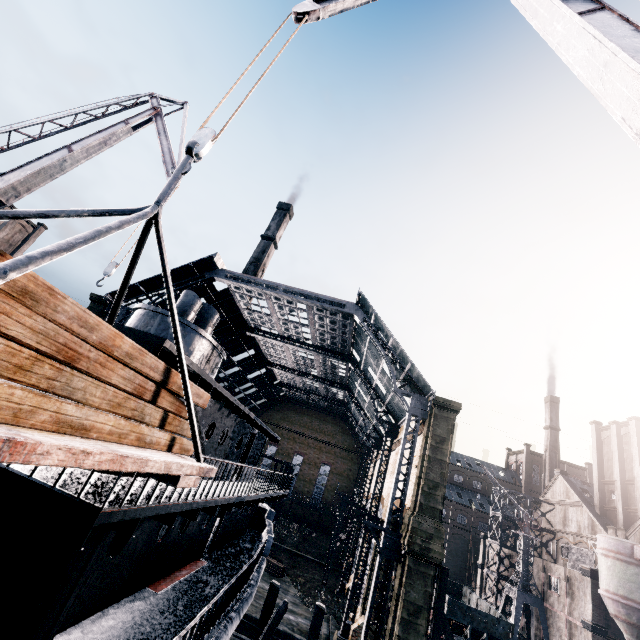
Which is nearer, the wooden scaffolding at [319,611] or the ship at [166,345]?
the ship at [166,345]

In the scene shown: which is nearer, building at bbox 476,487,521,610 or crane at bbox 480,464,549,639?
crane at bbox 480,464,549,639

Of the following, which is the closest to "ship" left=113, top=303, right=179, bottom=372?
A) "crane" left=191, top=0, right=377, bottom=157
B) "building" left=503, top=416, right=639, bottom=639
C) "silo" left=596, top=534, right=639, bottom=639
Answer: "crane" left=191, top=0, right=377, bottom=157

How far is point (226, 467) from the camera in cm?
1438

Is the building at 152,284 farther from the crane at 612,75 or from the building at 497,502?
the crane at 612,75

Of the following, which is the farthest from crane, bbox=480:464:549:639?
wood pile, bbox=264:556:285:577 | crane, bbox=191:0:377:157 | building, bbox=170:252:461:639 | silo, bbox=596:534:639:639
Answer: building, bbox=170:252:461:639

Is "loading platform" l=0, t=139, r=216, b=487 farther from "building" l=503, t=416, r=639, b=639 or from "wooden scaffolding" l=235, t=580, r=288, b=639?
"building" l=503, t=416, r=639, b=639

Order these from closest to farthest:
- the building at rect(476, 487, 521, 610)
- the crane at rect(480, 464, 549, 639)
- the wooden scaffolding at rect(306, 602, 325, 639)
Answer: the wooden scaffolding at rect(306, 602, 325, 639) → the crane at rect(480, 464, 549, 639) → the building at rect(476, 487, 521, 610)
